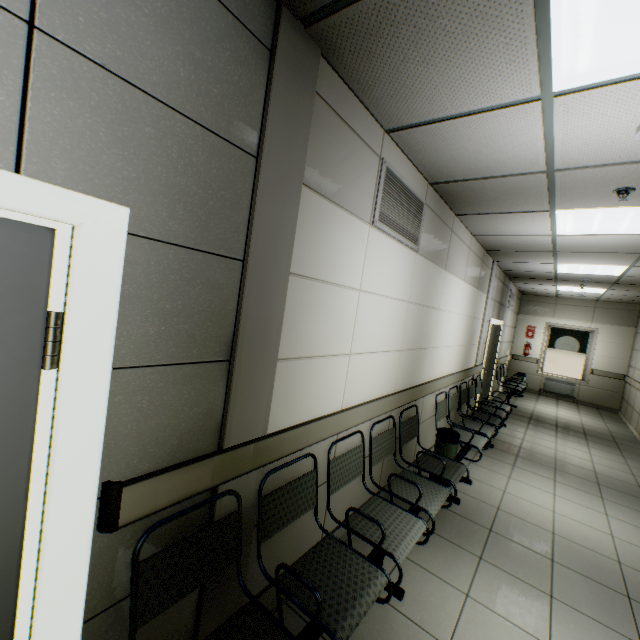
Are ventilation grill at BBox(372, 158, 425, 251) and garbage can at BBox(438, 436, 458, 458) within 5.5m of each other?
yes

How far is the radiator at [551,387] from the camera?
10.2m

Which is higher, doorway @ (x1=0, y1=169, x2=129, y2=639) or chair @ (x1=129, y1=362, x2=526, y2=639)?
doorway @ (x1=0, y1=169, x2=129, y2=639)

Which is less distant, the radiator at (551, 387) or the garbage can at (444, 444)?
the garbage can at (444, 444)

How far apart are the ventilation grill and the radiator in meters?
10.2

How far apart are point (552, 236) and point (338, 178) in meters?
3.8 m

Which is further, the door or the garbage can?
the garbage can

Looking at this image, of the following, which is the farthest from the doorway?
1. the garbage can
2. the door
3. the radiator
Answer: the radiator
